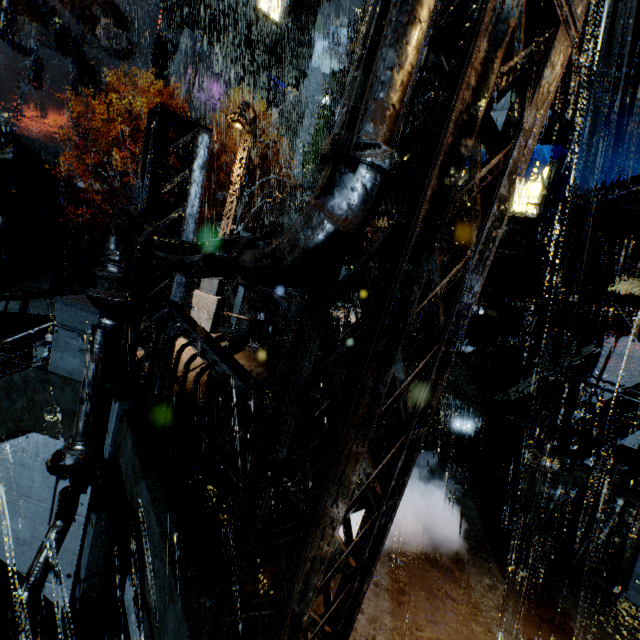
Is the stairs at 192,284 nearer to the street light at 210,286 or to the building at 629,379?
the building at 629,379

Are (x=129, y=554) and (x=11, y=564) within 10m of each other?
yes

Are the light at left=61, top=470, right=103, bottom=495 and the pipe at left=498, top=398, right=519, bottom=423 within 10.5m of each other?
no

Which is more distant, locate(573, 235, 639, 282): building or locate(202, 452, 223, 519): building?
locate(573, 235, 639, 282): building

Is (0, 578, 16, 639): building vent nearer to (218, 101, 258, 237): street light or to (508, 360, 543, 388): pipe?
(218, 101, 258, 237): street light

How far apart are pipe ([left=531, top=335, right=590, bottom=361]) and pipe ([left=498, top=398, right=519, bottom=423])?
4.0 meters

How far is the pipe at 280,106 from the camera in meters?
39.0 m

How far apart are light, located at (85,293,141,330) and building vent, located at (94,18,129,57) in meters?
40.9 m
